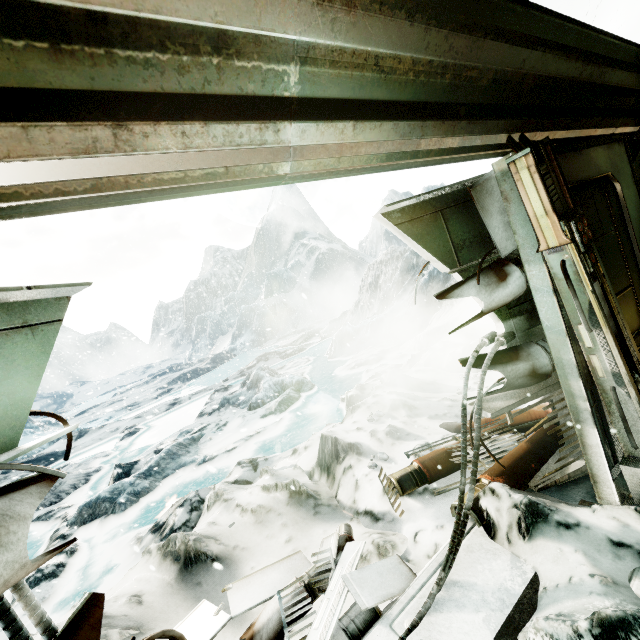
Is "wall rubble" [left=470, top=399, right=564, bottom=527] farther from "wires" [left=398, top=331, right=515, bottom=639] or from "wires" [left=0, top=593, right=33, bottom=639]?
"wires" [left=0, top=593, right=33, bottom=639]

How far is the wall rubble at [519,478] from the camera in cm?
279

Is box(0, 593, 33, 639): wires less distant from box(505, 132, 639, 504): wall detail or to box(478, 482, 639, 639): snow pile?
box(478, 482, 639, 639): snow pile

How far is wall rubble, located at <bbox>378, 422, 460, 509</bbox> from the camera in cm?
353

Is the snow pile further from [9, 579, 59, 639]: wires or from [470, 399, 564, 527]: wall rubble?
[9, 579, 59, 639]: wires

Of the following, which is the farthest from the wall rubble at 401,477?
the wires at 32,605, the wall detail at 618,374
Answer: the wires at 32,605

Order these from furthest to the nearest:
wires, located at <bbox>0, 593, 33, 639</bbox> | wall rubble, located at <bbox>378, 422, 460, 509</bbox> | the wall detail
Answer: wall rubble, located at <bbox>378, 422, 460, 509</bbox>, the wall detail, wires, located at <bbox>0, 593, 33, 639</bbox>

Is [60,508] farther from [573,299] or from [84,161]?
[573,299]
